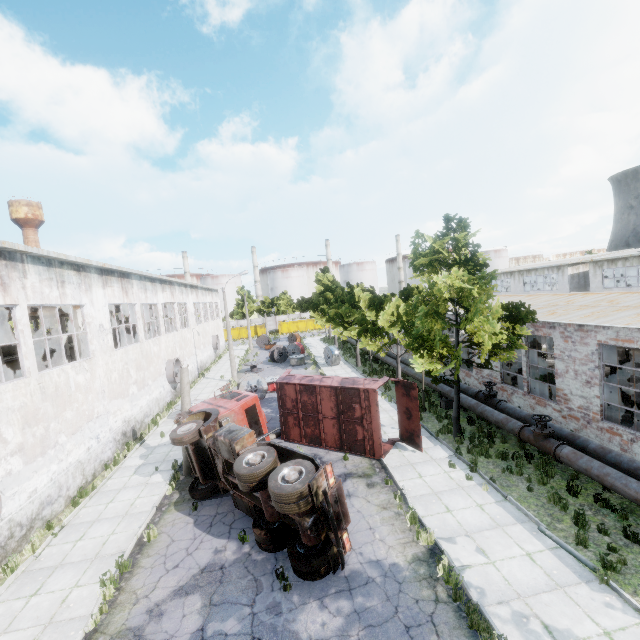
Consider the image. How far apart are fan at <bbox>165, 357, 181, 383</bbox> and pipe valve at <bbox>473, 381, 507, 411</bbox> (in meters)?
20.87

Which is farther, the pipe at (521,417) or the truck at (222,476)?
the pipe at (521,417)

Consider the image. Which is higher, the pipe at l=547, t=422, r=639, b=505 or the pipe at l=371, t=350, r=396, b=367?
the pipe at l=371, t=350, r=396, b=367

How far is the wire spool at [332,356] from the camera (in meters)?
31.95

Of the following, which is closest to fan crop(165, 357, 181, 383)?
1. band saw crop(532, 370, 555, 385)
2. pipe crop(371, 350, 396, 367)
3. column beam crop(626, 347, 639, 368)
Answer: pipe crop(371, 350, 396, 367)

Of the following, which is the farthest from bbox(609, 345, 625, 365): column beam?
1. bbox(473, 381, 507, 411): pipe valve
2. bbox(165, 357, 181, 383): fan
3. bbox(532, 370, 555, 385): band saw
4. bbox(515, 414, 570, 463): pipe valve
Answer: bbox(165, 357, 181, 383): fan

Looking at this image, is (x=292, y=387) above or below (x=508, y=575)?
above

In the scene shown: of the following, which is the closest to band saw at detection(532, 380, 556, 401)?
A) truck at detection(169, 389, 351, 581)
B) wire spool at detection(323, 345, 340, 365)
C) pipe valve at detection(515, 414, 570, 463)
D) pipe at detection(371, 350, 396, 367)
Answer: pipe at detection(371, 350, 396, 367)
